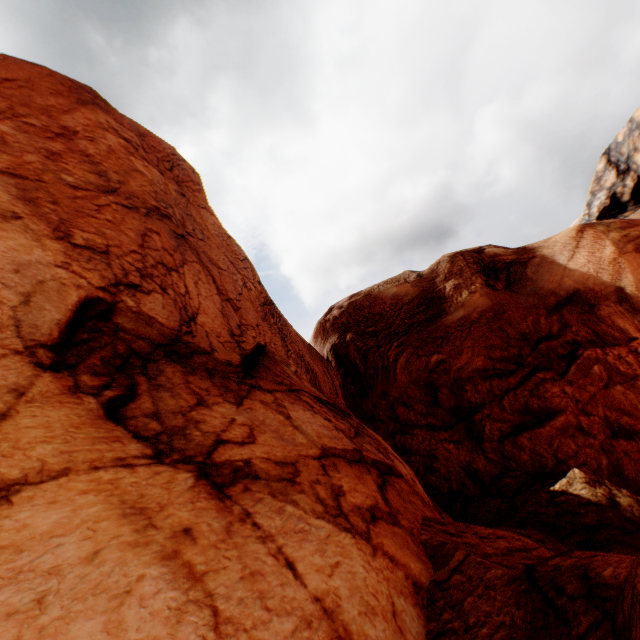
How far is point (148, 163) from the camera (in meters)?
8.82
